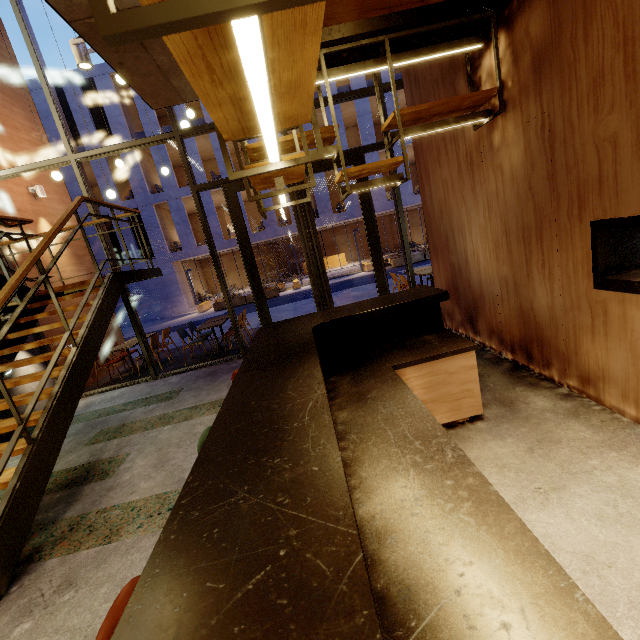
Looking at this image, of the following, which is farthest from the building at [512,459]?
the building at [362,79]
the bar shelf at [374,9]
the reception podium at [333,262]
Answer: the reception podium at [333,262]

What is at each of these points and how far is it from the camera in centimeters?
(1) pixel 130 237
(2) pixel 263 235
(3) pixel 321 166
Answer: (1) building, 2223cm
(2) building, 2286cm
(3) door, 641cm

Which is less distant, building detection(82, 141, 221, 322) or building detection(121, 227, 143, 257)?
building detection(82, 141, 221, 322)

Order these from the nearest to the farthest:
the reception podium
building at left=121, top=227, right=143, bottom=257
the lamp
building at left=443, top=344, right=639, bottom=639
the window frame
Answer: building at left=443, top=344, right=639, bottom=639 < the lamp < the window frame < building at left=121, top=227, right=143, bottom=257 < the reception podium

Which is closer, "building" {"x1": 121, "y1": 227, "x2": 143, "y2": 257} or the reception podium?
"building" {"x1": 121, "y1": 227, "x2": 143, "y2": 257}

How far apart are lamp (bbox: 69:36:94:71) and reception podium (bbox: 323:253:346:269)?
24.9 meters

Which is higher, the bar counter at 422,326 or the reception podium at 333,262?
the bar counter at 422,326

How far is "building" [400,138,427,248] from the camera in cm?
2298
